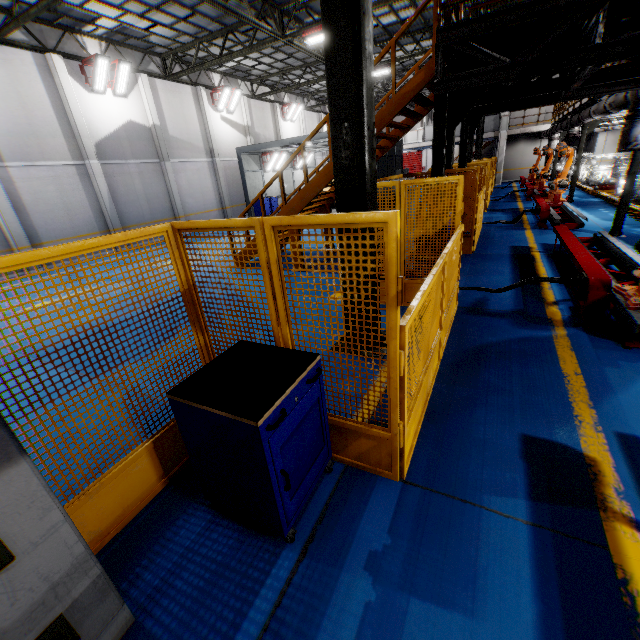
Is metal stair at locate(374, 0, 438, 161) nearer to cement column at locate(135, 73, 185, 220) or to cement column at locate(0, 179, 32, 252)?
cement column at locate(0, 179, 32, 252)

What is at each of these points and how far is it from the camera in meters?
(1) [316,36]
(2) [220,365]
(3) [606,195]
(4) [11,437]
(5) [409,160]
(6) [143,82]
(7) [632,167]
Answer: (1) light, 13.3 m
(2) toolbox, 2.5 m
(3) platform, 14.9 m
(4) cabinet, 1.4 m
(5) door, 41.1 m
(6) cement column, 16.2 m
(7) metal pole, 8.4 m

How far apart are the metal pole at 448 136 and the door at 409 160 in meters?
36.3 m

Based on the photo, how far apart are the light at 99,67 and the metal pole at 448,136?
15.2 meters

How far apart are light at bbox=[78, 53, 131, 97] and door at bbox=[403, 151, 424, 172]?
34.6m

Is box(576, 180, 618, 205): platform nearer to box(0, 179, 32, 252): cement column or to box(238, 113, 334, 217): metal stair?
box(238, 113, 334, 217): metal stair

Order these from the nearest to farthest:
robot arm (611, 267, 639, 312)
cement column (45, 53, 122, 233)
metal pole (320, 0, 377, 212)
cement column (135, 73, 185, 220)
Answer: metal pole (320, 0, 377, 212) < robot arm (611, 267, 639, 312) < cement column (45, 53, 122, 233) < cement column (135, 73, 185, 220)

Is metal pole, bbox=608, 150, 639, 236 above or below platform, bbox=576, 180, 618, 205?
above
